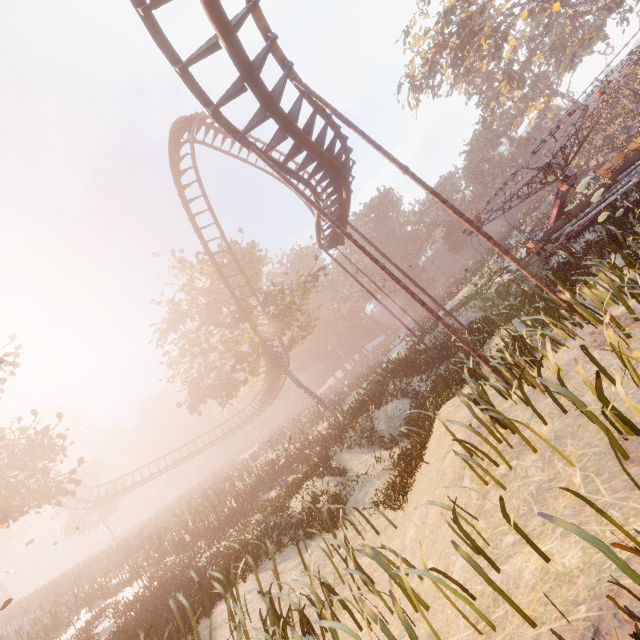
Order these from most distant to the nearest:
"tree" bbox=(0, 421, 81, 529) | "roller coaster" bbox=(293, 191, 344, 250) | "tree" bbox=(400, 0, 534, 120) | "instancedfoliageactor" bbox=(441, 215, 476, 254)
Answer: "instancedfoliageactor" bbox=(441, 215, 476, 254) < "tree" bbox=(400, 0, 534, 120) < "roller coaster" bbox=(293, 191, 344, 250) < "tree" bbox=(0, 421, 81, 529)

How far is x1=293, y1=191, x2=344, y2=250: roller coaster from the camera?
15.83m

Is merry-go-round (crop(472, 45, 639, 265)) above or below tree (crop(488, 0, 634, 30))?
below

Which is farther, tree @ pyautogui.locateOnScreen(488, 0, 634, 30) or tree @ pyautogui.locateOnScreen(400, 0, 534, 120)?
tree @ pyautogui.locateOnScreen(400, 0, 534, 120)

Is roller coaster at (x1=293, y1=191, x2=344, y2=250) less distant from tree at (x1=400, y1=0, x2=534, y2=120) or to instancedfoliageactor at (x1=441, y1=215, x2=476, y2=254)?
instancedfoliageactor at (x1=441, y1=215, x2=476, y2=254)

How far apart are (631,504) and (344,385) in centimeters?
5027cm

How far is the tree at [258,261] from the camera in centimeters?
2612cm

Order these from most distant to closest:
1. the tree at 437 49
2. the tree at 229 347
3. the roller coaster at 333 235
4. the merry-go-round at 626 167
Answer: the tree at 437 49 < the tree at 229 347 < the roller coaster at 333 235 < the merry-go-round at 626 167
